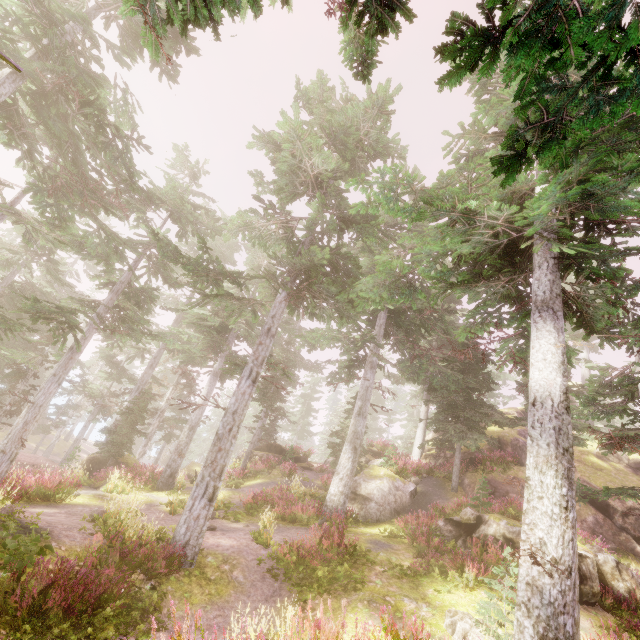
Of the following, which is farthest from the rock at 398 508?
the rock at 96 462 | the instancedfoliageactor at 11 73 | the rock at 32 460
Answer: the rock at 32 460

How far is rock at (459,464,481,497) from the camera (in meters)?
18.44

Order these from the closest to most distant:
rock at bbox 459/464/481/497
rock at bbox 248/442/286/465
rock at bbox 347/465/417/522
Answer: rock at bbox 347/465/417/522, rock at bbox 459/464/481/497, rock at bbox 248/442/286/465

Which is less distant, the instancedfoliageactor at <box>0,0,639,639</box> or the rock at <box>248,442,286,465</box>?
the instancedfoliageactor at <box>0,0,639,639</box>

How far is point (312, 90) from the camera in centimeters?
1420cm

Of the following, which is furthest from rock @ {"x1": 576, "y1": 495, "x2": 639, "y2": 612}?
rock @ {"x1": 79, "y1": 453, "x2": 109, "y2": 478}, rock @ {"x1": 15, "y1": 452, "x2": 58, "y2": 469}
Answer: rock @ {"x1": 15, "y1": 452, "x2": 58, "y2": 469}

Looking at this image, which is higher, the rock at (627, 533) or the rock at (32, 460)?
the rock at (627, 533)
